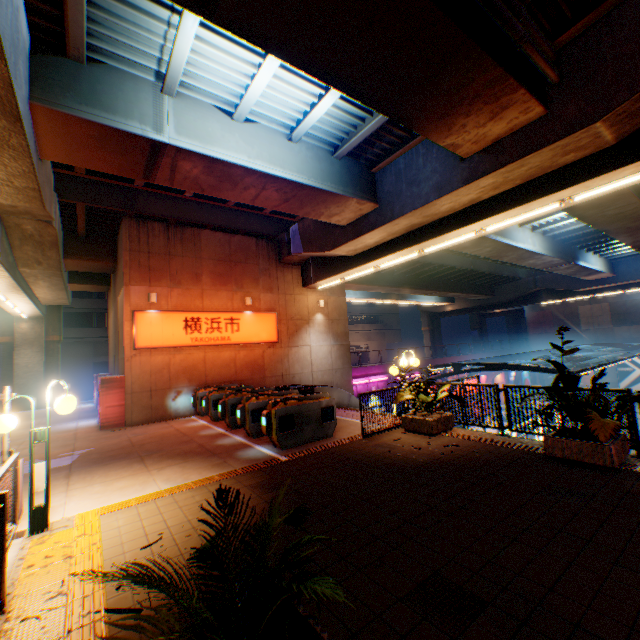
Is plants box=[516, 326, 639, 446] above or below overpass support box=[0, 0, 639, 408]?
below

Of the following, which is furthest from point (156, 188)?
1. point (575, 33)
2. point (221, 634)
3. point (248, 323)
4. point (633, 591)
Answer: point (633, 591)

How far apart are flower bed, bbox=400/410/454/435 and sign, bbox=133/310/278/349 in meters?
9.1

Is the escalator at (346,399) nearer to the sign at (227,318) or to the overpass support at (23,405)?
the sign at (227,318)

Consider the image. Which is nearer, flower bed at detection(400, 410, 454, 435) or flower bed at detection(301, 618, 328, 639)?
flower bed at detection(301, 618, 328, 639)

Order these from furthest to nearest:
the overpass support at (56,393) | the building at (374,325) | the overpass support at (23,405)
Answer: the building at (374,325), the overpass support at (56,393), the overpass support at (23,405)

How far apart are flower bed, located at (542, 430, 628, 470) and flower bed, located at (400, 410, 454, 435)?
2.48m

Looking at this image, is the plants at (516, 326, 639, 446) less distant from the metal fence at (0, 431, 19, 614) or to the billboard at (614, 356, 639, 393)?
the metal fence at (0, 431, 19, 614)
